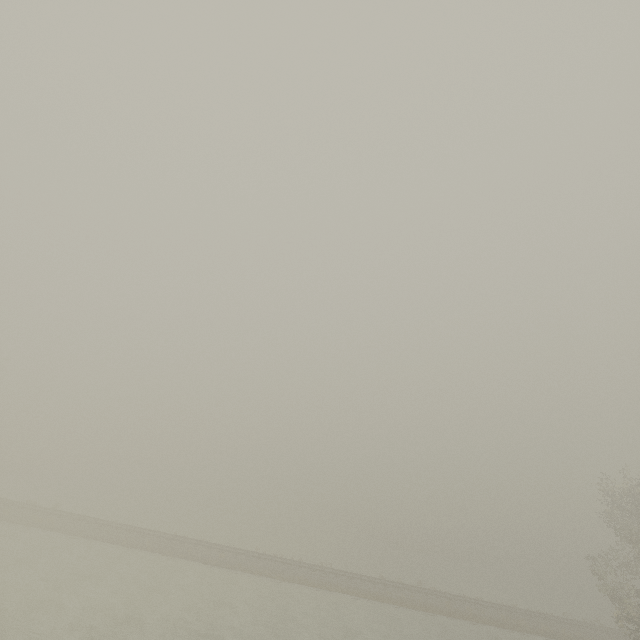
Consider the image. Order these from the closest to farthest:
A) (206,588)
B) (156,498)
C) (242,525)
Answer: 1. (206,588)
2. (242,525)
3. (156,498)
